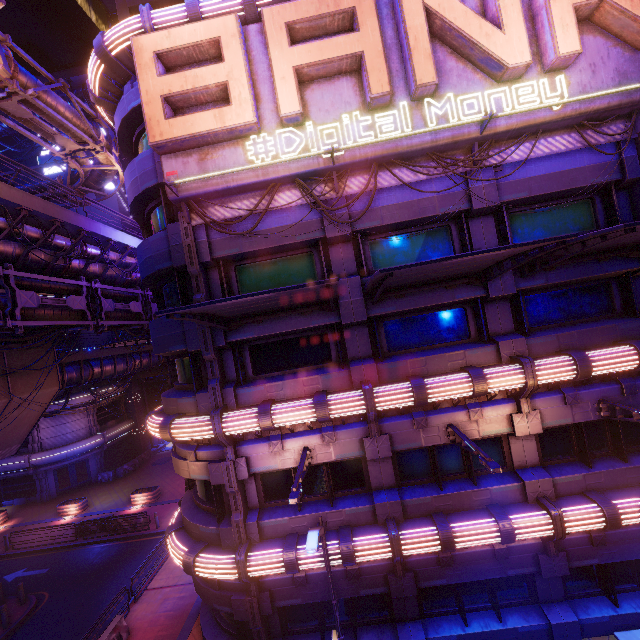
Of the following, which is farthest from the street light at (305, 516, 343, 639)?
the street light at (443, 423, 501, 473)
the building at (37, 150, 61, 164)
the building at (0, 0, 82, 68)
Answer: the building at (0, 0, 82, 68)

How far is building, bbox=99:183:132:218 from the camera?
43.1m

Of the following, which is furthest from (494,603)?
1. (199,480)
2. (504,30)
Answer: (504,30)

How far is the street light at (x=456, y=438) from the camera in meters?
7.7

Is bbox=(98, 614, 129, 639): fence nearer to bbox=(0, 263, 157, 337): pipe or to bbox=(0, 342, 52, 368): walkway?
bbox=(0, 342, 52, 368): walkway

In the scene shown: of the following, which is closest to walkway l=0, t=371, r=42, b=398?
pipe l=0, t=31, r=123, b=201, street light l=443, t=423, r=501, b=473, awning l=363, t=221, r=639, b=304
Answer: pipe l=0, t=31, r=123, b=201

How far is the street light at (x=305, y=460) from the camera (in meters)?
7.93

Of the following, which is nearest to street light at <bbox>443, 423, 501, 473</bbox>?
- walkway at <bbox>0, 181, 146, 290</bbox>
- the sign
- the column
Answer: the sign
